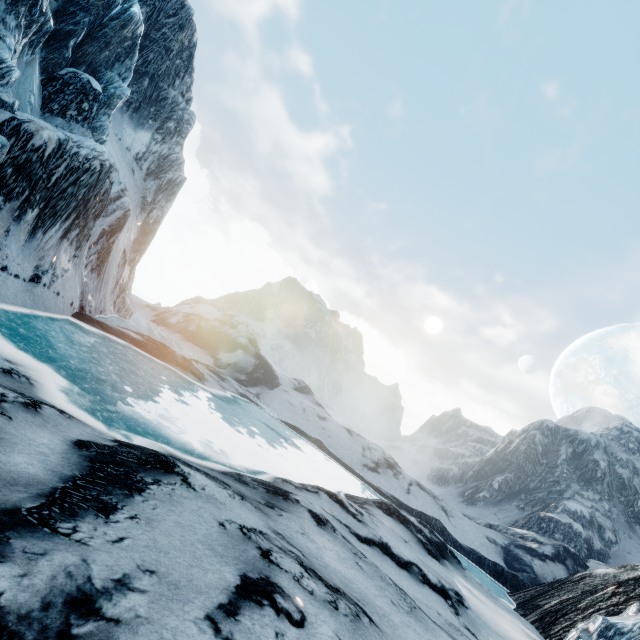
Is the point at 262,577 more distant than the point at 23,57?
No
